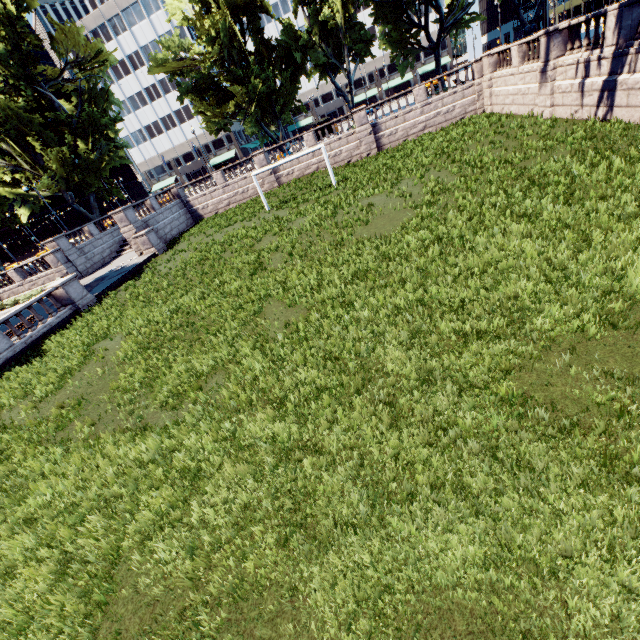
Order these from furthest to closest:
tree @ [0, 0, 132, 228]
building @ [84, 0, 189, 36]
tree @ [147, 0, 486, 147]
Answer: building @ [84, 0, 189, 36] < tree @ [147, 0, 486, 147] < tree @ [0, 0, 132, 228]

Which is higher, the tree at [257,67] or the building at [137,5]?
the building at [137,5]

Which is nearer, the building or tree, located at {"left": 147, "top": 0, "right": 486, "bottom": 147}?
tree, located at {"left": 147, "top": 0, "right": 486, "bottom": 147}

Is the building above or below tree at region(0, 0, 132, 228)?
above

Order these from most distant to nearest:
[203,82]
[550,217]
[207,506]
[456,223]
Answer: [203,82]
[456,223]
[550,217]
[207,506]

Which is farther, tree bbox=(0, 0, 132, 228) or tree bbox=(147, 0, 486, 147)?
tree bbox=(147, 0, 486, 147)

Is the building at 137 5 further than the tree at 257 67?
Yes
